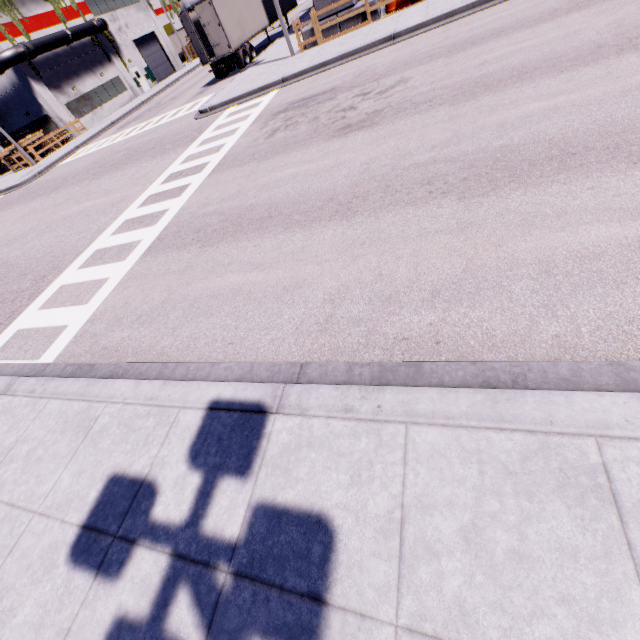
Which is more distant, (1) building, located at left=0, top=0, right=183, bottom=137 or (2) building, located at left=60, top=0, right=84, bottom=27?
(2) building, located at left=60, top=0, right=84, bottom=27

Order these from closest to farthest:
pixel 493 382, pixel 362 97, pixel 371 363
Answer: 1. pixel 493 382
2. pixel 371 363
3. pixel 362 97

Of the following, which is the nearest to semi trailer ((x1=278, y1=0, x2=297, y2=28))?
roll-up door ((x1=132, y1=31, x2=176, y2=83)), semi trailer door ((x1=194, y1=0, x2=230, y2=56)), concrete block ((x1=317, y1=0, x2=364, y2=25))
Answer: semi trailer door ((x1=194, y1=0, x2=230, y2=56))

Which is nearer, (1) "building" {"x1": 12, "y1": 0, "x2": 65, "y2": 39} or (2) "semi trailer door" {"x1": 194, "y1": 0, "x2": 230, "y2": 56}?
(2) "semi trailer door" {"x1": 194, "y1": 0, "x2": 230, "y2": 56}

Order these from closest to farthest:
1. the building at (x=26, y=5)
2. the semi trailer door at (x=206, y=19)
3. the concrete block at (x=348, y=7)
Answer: the concrete block at (x=348, y=7), the semi trailer door at (x=206, y=19), the building at (x=26, y=5)

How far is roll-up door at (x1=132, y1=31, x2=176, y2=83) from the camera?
39.91m

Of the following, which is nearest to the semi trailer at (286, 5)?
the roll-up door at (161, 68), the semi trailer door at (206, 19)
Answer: the semi trailer door at (206, 19)

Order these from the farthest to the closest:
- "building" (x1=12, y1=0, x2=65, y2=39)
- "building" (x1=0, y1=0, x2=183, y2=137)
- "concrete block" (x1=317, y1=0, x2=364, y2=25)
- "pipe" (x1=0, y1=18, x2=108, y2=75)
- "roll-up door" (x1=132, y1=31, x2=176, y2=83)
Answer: "roll-up door" (x1=132, y1=31, x2=176, y2=83) < "building" (x1=0, y1=0, x2=183, y2=137) < "building" (x1=12, y1=0, x2=65, y2=39) < "pipe" (x1=0, y1=18, x2=108, y2=75) < "concrete block" (x1=317, y1=0, x2=364, y2=25)
